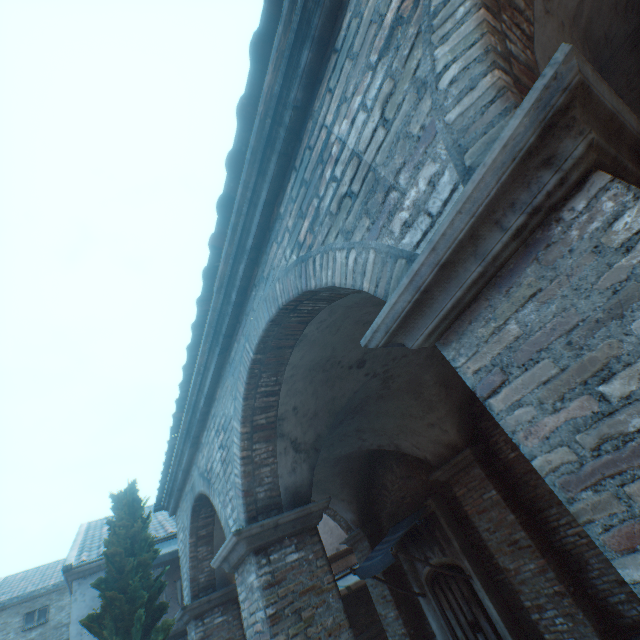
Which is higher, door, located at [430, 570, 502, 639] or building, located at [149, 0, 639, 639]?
building, located at [149, 0, 639, 639]

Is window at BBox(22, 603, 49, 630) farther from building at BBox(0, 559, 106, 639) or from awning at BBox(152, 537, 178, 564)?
awning at BBox(152, 537, 178, 564)

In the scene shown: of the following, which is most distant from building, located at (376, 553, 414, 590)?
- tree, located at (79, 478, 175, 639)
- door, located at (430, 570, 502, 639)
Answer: door, located at (430, 570, 502, 639)

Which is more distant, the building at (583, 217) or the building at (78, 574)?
the building at (78, 574)

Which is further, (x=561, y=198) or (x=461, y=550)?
(x=461, y=550)

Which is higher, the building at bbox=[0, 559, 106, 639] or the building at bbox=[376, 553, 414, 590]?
the building at bbox=[0, 559, 106, 639]

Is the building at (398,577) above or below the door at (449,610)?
above

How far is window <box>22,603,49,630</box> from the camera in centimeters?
1634cm
